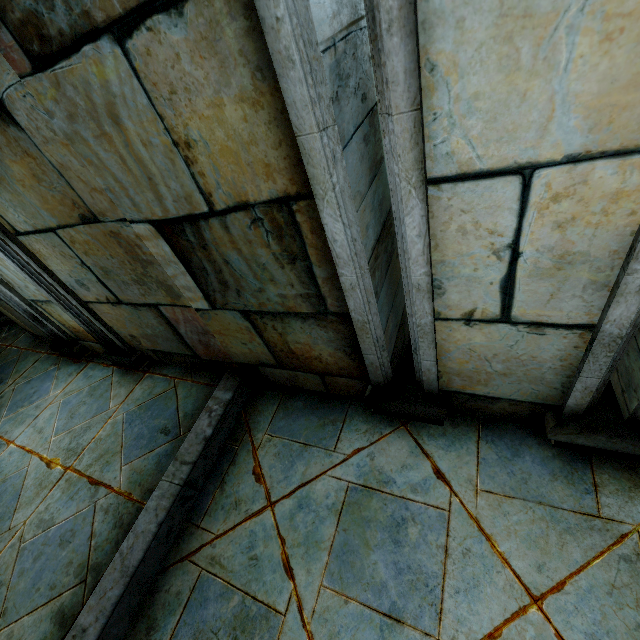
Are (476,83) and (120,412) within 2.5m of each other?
no
